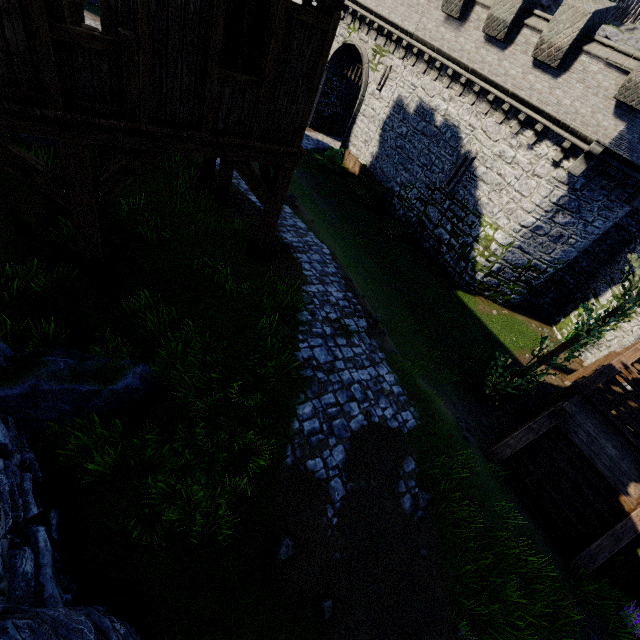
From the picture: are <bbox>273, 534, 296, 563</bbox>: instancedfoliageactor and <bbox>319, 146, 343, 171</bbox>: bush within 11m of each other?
no

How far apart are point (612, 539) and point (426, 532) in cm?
614

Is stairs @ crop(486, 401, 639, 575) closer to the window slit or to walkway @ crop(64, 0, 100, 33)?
walkway @ crop(64, 0, 100, 33)

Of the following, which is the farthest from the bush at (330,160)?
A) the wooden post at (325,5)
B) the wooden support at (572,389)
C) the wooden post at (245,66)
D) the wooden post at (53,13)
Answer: the wooden post at (53,13)

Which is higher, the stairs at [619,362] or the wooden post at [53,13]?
the wooden post at [53,13]

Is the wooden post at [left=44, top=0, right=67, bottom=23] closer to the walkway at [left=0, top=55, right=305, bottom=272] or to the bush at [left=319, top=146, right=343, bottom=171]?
the walkway at [left=0, top=55, right=305, bottom=272]

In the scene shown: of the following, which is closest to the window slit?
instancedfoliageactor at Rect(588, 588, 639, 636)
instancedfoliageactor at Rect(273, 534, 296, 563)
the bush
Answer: the bush

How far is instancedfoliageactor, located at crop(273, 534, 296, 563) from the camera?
5.08m
